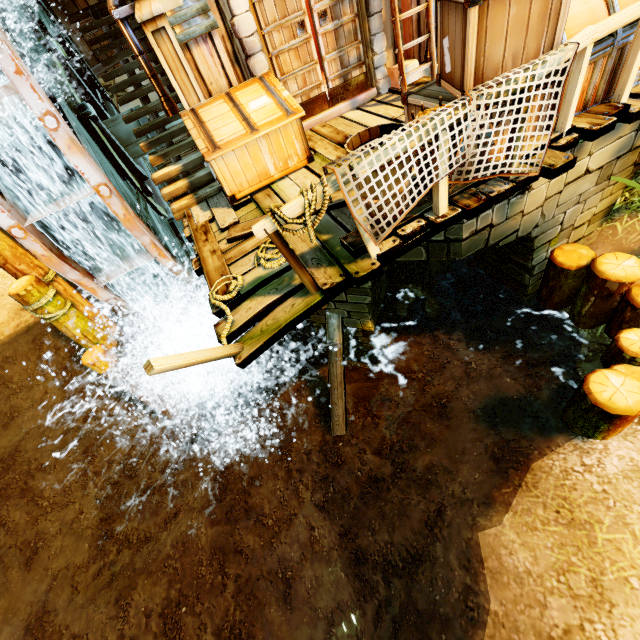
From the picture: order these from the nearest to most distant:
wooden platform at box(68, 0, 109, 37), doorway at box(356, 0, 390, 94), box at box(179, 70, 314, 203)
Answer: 1. box at box(179, 70, 314, 203)
2. doorway at box(356, 0, 390, 94)
3. wooden platform at box(68, 0, 109, 37)

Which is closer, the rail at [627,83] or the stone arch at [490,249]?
the rail at [627,83]

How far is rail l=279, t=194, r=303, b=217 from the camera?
2.51m

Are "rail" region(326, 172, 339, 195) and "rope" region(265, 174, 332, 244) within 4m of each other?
yes

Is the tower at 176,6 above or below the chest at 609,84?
above

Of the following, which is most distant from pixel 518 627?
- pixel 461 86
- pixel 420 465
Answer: pixel 461 86

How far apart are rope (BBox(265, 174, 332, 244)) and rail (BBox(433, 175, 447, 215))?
1.06m

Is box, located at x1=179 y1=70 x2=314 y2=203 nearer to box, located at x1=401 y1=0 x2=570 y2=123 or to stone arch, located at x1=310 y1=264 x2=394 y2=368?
stone arch, located at x1=310 y1=264 x2=394 y2=368
